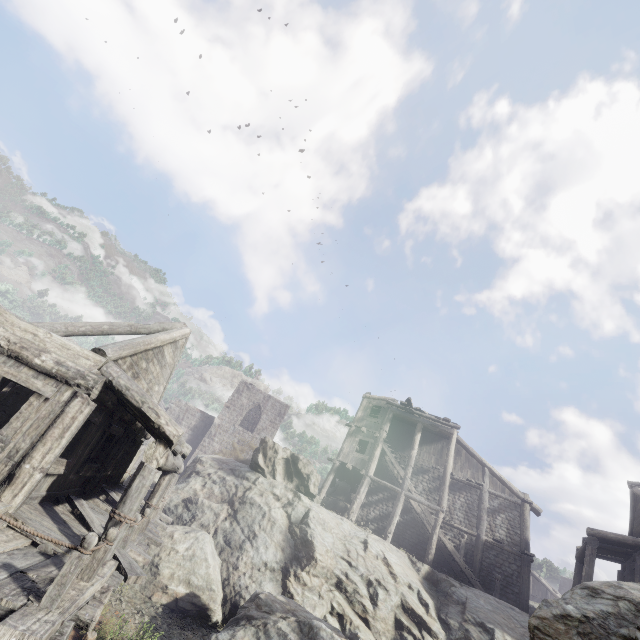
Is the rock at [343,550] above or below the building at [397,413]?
below

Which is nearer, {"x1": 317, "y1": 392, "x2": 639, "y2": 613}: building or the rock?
the rock

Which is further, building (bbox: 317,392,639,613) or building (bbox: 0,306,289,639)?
building (bbox: 317,392,639,613)

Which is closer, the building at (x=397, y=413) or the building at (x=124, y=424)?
the building at (x=124, y=424)

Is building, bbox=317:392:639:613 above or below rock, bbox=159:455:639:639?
above

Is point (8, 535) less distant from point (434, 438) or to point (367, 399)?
point (367, 399)
